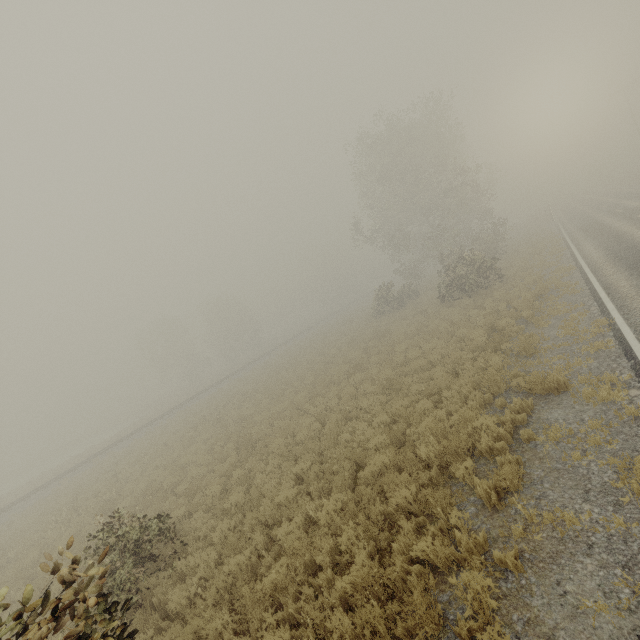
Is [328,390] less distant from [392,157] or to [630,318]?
[630,318]

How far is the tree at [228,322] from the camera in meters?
54.9 m

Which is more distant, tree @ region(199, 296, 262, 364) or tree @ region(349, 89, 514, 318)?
tree @ region(199, 296, 262, 364)

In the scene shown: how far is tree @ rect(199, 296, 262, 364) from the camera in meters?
54.9 m

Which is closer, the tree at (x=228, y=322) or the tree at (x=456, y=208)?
the tree at (x=456, y=208)
